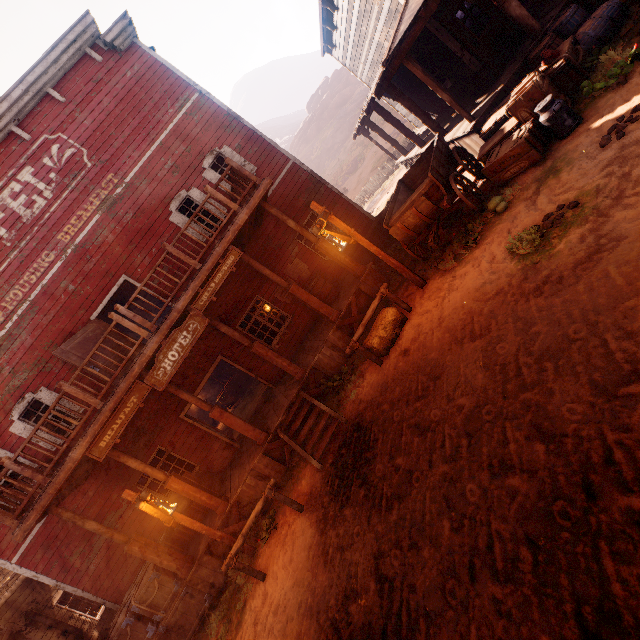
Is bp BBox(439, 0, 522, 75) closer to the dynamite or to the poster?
the dynamite

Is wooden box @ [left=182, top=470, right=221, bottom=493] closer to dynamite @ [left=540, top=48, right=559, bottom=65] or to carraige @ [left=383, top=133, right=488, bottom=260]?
carraige @ [left=383, top=133, right=488, bottom=260]

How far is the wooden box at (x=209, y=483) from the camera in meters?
9.8 m

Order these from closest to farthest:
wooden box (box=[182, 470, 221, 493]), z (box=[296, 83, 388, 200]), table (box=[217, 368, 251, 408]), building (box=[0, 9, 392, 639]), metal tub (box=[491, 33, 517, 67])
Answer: building (box=[0, 9, 392, 639])
metal tub (box=[491, 33, 517, 67])
wooden box (box=[182, 470, 221, 493])
table (box=[217, 368, 251, 408])
z (box=[296, 83, 388, 200])

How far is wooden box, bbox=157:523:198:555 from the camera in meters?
9.3 m

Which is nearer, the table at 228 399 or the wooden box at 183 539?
the wooden box at 183 539

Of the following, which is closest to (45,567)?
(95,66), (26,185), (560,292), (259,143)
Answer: (26,185)

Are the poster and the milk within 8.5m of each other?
yes
